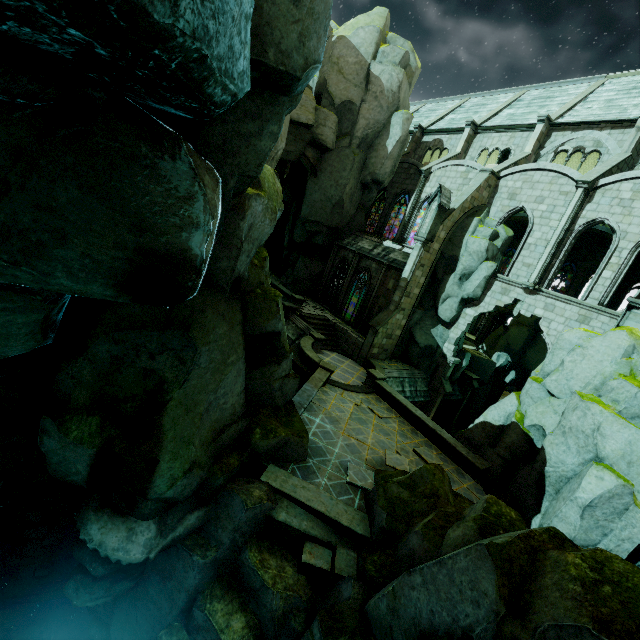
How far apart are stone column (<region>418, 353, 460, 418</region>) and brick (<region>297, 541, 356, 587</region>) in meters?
16.3 m

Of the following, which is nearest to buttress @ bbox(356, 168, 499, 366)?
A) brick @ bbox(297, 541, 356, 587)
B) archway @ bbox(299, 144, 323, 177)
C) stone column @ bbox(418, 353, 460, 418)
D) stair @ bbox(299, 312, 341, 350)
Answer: stair @ bbox(299, 312, 341, 350)

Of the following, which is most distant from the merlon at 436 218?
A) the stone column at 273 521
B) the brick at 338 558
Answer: the brick at 338 558

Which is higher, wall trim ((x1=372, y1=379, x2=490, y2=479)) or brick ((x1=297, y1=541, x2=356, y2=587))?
wall trim ((x1=372, y1=379, x2=490, y2=479))

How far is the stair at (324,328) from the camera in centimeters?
2408cm

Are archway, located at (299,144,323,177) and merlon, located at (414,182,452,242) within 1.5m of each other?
no

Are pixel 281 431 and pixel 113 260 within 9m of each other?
yes

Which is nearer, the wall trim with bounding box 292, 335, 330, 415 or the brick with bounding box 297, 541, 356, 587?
the brick with bounding box 297, 541, 356, 587
